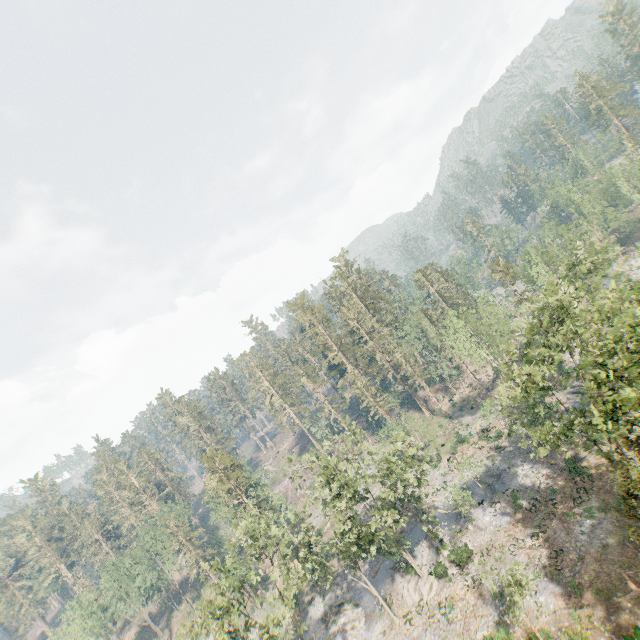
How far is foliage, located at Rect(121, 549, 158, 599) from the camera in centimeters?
5509cm

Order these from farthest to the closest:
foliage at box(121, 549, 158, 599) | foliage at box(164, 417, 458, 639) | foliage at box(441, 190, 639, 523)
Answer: foliage at box(121, 549, 158, 599) → foliage at box(164, 417, 458, 639) → foliage at box(441, 190, 639, 523)

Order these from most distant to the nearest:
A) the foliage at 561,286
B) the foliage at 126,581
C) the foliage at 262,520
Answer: the foliage at 126,581, the foliage at 262,520, the foliage at 561,286

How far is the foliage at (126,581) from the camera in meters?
55.1 m

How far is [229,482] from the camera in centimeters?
5106cm

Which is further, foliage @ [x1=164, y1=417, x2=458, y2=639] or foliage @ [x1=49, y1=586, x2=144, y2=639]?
foliage @ [x1=49, y1=586, x2=144, y2=639]
